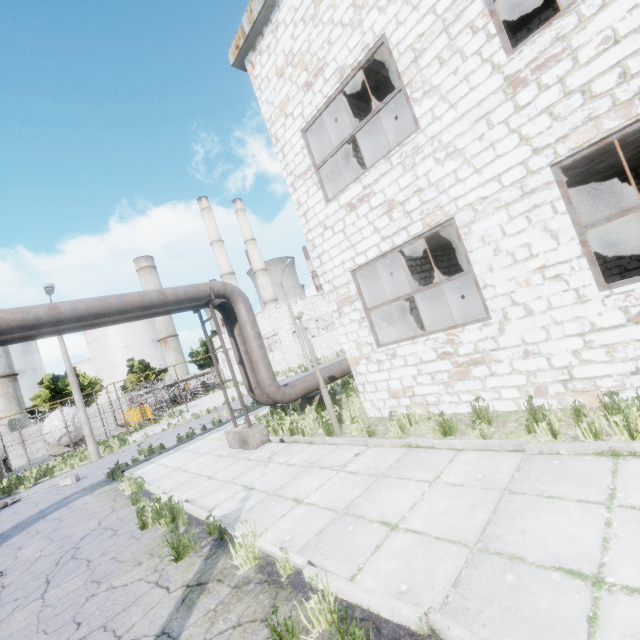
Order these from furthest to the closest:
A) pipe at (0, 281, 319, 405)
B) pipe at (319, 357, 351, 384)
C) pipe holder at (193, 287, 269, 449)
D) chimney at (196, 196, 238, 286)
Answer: chimney at (196, 196, 238, 286), pipe at (319, 357, 351, 384), pipe holder at (193, 287, 269, 449), pipe at (0, 281, 319, 405)

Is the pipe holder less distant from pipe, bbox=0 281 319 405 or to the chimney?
pipe, bbox=0 281 319 405

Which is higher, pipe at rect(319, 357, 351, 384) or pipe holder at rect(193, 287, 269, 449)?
pipe at rect(319, 357, 351, 384)

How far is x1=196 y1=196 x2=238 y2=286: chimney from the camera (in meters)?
55.91

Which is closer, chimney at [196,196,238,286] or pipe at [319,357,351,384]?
pipe at [319,357,351,384]

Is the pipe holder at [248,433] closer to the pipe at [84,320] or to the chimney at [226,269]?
the pipe at [84,320]

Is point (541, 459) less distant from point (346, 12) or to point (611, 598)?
point (611, 598)
